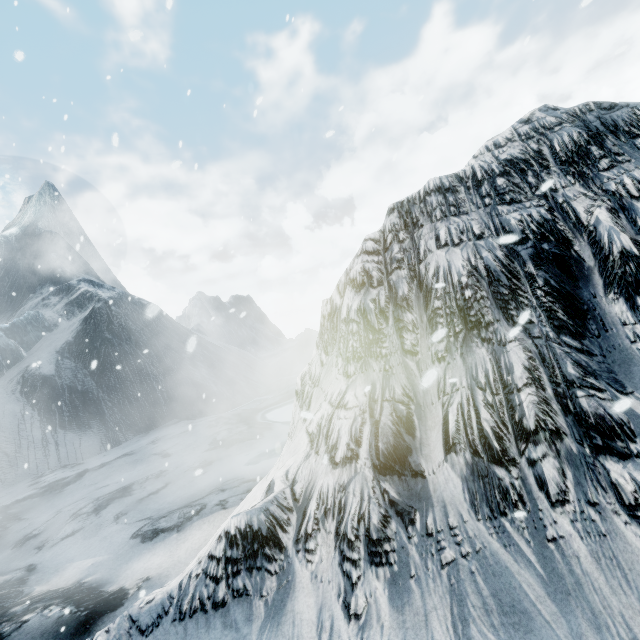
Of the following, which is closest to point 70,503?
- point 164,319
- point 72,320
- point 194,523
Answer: point 194,523
